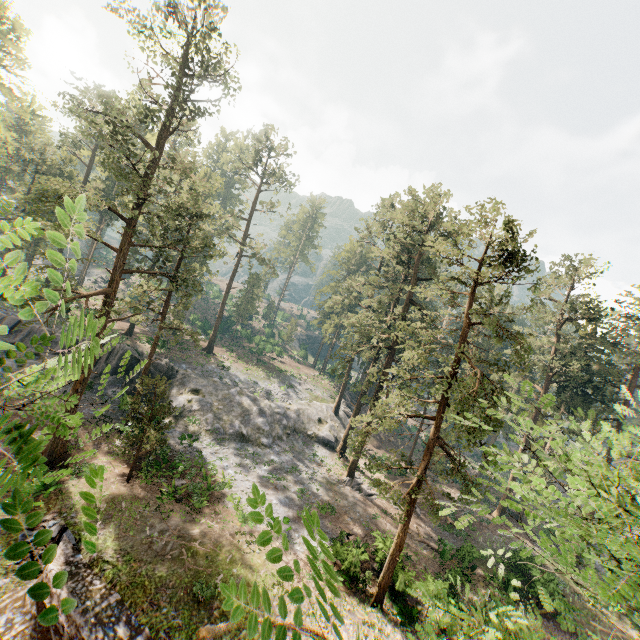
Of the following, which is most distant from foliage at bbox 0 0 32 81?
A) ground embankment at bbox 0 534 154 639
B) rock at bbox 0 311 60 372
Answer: ground embankment at bbox 0 534 154 639

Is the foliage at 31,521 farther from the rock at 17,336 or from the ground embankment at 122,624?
the ground embankment at 122,624

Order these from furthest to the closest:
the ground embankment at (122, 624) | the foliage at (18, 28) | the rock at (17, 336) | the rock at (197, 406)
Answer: the foliage at (18, 28) < the rock at (197, 406) < the rock at (17, 336) < the ground embankment at (122, 624)

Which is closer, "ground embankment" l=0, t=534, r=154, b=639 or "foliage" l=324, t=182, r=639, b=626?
"foliage" l=324, t=182, r=639, b=626

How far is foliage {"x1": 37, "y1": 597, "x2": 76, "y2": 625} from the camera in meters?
1.2

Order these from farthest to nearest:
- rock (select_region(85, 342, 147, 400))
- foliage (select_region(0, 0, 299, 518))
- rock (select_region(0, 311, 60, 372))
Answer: rock (select_region(85, 342, 147, 400))
rock (select_region(0, 311, 60, 372))
foliage (select_region(0, 0, 299, 518))

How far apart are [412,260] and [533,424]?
27.8m
